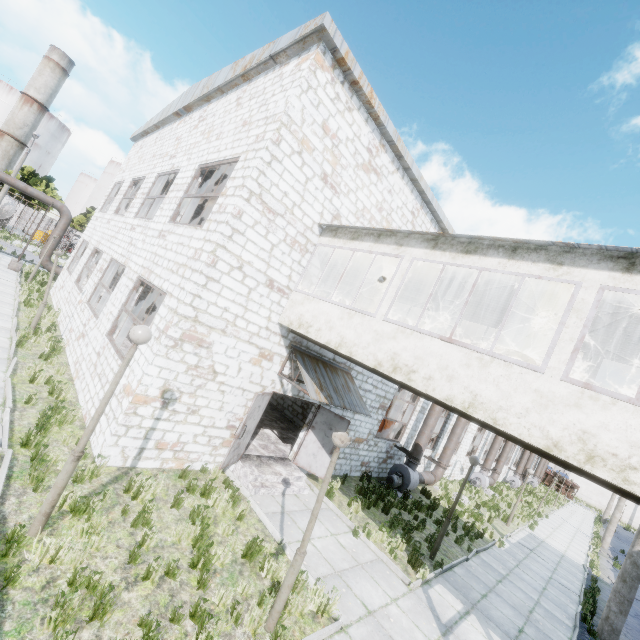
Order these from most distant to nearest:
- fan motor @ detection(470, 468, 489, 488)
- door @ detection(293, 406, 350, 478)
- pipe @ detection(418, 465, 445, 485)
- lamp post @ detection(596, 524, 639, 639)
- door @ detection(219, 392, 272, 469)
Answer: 1. fan motor @ detection(470, 468, 489, 488)
2. pipe @ detection(418, 465, 445, 485)
3. door @ detection(293, 406, 350, 478)
4. lamp post @ detection(596, 524, 639, 639)
5. door @ detection(219, 392, 272, 469)

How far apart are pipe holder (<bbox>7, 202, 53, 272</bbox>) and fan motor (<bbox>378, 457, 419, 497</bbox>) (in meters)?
25.56

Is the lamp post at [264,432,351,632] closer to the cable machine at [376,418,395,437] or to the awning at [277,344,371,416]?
the awning at [277,344,371,416]

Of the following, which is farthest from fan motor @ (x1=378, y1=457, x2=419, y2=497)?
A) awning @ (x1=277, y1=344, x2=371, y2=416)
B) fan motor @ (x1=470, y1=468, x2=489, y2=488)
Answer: fan motor @ (x1=470, y1=468, x2=489, y2=488)

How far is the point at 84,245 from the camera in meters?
19.7

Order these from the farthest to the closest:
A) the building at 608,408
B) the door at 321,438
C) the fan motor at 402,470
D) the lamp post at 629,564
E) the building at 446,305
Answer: the fan motor at 402,470, the door at 321,438, the lamp post at 629,564, the building at 446,305, the building at 608,408

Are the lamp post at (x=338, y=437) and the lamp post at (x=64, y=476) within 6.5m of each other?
yes

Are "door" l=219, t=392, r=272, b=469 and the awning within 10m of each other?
yes
